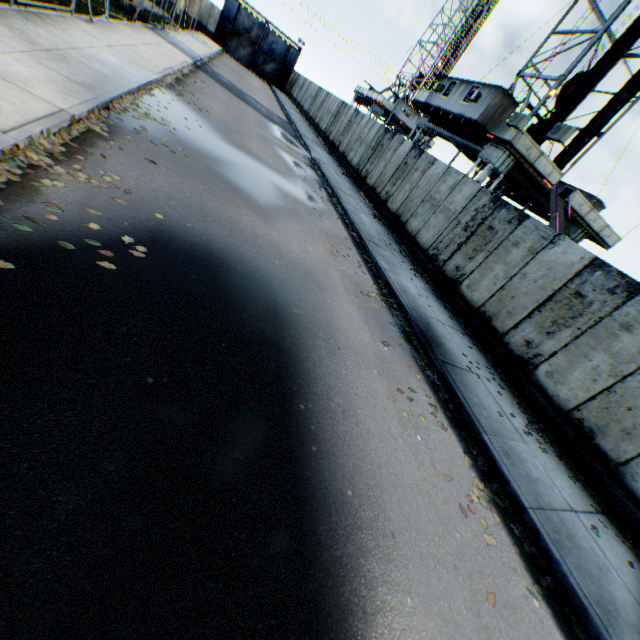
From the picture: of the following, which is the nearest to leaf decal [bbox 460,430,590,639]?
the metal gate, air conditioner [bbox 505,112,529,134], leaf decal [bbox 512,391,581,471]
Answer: leaf decal [bbox 512,391,581,471]

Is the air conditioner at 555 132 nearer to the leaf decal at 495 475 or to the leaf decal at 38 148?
the leaf decal at 495 475

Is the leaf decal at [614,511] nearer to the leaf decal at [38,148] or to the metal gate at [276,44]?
the leaf decal at [38,148]

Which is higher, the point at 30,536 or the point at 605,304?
the point at 605,304

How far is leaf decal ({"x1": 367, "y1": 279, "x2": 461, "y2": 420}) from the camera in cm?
613

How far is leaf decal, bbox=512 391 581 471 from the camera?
6.7m

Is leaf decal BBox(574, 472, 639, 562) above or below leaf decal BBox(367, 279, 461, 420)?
above

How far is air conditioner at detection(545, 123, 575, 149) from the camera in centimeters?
1268cm
